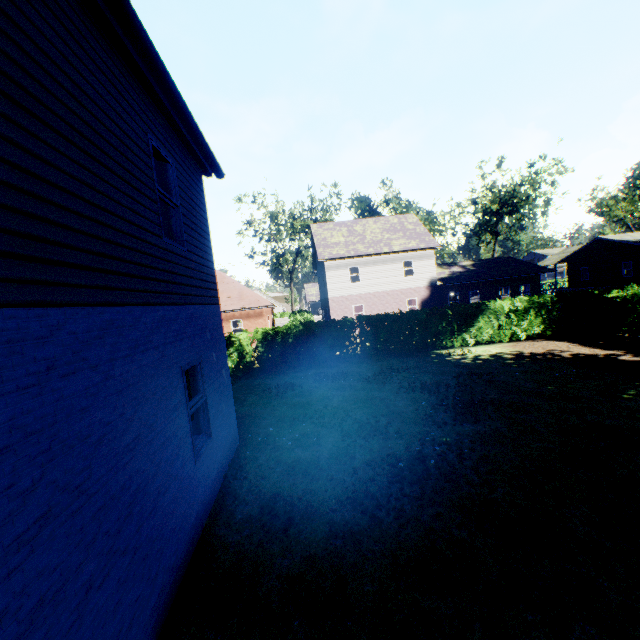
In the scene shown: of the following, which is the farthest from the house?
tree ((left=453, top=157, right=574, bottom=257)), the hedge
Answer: tree ((left=453, top=157, right=574, bottom=257))

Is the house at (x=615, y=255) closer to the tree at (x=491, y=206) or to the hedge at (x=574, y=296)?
the hedge at (x=574, y=296)

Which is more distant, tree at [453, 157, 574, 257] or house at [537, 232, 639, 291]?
tree at [453, 157, 574, 257]

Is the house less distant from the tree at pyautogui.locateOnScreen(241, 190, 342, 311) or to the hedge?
the hedge

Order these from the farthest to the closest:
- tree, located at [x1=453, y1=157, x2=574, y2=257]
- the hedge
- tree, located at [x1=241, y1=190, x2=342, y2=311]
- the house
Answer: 1. tree, located at [x1=241, y1=190, x2=342, y2=311]
2. tree, located at [x1=453, y1=157, x2=574, y2=257]
3. the house
4. the hedge

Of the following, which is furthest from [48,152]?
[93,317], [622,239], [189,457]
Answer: [622,239]

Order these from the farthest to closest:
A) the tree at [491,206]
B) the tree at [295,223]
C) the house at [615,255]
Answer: the tree at [295,223]
the tree at [491,206]
the house at [615,255]
